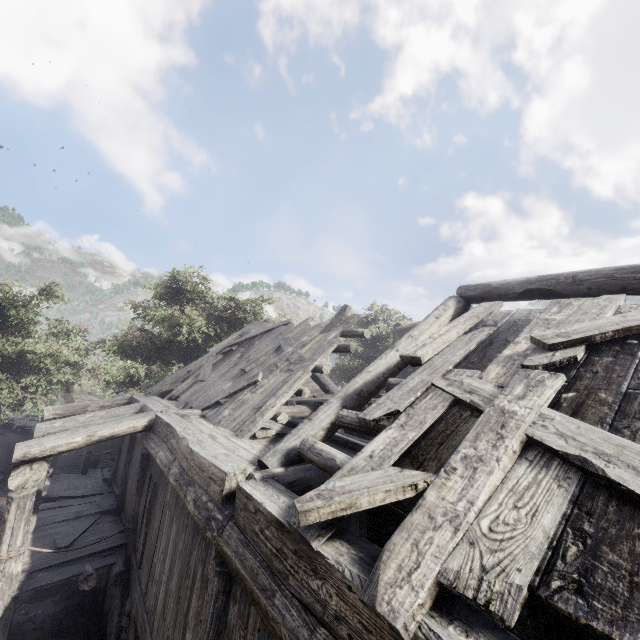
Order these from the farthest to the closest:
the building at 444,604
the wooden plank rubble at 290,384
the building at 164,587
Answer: the wooden plank rubble at 290,384
the building at 164,587
the building at 444,604

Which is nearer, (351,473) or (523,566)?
(523,566)

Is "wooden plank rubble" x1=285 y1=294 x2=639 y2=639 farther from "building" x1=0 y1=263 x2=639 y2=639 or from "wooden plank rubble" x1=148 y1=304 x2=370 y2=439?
"wooden plank rubble" x1=148 y1=304 x2=370 y2=439

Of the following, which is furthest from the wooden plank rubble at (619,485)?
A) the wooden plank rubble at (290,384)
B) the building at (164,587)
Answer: the wooden plank rubble at (290,384)

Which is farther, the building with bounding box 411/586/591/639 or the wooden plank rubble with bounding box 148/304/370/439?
the wooden plank rubble with bounding box 148/304/370/439
